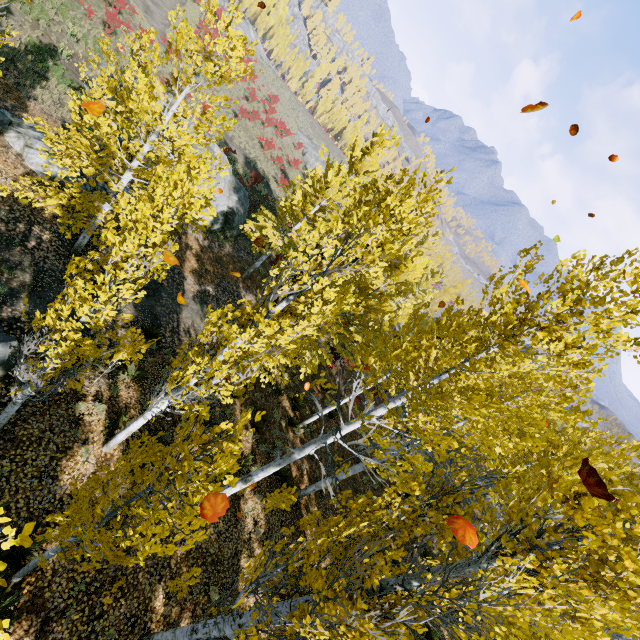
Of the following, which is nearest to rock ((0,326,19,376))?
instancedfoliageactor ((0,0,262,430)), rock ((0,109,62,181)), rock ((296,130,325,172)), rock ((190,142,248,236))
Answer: instancedfoliageactor ((0,0,262,430))

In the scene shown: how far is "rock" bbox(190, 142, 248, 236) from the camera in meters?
20.3 m

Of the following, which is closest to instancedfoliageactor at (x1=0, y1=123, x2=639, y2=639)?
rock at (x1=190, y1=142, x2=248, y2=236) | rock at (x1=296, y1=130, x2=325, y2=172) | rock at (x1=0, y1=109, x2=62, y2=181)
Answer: rock at (x1=190, y1=142, x2=248, y2=236)

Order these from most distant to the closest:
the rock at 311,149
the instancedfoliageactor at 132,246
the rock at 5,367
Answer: the rock at 311,149 < the rock at 5,367 < the instancedfoliageactor at 132,246

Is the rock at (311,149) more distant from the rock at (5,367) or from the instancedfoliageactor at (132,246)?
the rock at (5,367)

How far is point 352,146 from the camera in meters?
16.7 m

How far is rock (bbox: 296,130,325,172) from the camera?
52.69m
